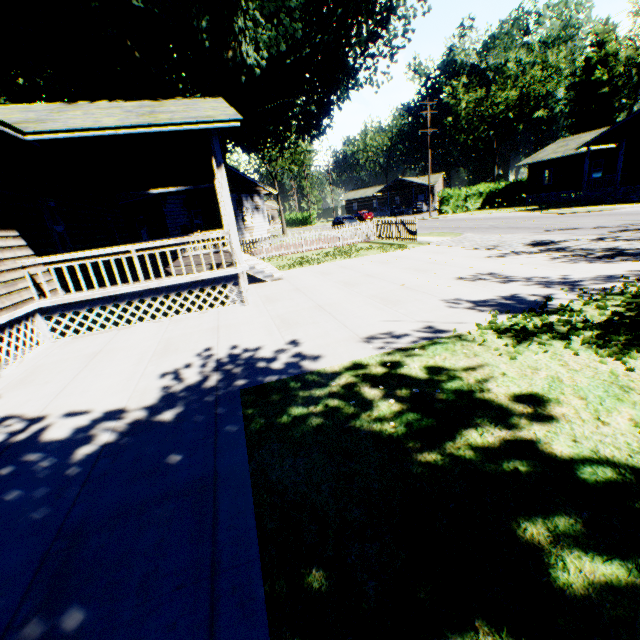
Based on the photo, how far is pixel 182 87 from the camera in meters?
19.4

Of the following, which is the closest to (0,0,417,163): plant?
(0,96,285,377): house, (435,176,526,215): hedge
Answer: (0,96,285,377): house

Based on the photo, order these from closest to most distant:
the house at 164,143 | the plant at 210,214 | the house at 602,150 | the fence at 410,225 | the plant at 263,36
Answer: the house at 164,143 < the plant at 263,36 < the fence at 410,225 < the plant at 210,214 < the house at 602,150

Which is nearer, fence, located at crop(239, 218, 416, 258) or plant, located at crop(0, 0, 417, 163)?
plant, located at crop(0, 0, 417, 163)

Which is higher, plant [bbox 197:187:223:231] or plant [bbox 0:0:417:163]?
plant [bbox 0:0:417:163]

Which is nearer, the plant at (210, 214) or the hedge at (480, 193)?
the plant at (210, 214)

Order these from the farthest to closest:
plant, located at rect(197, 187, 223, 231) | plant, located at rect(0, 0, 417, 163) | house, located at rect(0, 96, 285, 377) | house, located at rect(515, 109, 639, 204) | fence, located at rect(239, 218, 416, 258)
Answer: house, located at rect(515, 109, 639, 204)
plant, located at rect(197, 187, 223, 231)
fence, located at rect(239, 218, 416, 258)
plant, located at rect(0, 0, 417, 163)
house, located at rect(0, 96, 285, 377)

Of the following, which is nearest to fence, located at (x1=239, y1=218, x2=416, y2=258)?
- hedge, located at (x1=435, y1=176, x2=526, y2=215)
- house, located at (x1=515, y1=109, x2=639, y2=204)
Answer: house, located at (x1=515, y1=109, x2=639, y2=204)
